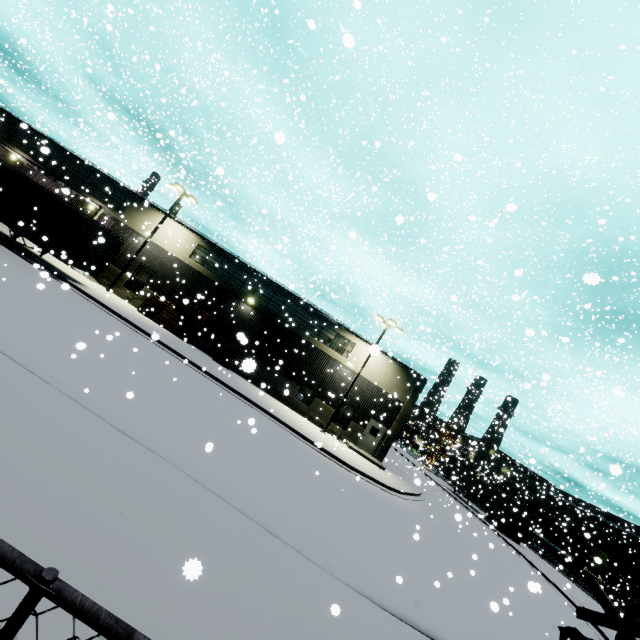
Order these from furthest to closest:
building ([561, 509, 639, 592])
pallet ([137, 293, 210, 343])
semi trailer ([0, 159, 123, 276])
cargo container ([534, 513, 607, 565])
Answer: building ([561, 509, 639, 592]) < cargo container ([534, 513, 607, 565]) < pallet ([137, 293, 210, 343]) < semi trailer ([0, 159, 123, 276])

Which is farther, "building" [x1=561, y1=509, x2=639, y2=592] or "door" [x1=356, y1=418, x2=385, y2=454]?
"building" [x1=561, y1=509, x2=639, y2=592]

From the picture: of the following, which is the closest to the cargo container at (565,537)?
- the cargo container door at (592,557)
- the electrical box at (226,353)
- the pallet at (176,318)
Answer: the cargo container door at (592,557)

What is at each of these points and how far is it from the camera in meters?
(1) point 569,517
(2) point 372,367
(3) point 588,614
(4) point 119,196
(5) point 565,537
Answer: (1) building, 59.4 m
(2) building, 26.8 m
(3) railroad crossing sign, 4.3 m
(4) building, 28.0 m
(5) cargo container, 39.6 m

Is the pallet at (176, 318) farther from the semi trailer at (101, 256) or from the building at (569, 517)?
the semi trailer at (101, 256)

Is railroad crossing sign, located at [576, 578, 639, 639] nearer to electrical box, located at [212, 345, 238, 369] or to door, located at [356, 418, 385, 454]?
door, located at [356, 418, 385, 454]

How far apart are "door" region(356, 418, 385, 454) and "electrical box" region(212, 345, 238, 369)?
11.81m

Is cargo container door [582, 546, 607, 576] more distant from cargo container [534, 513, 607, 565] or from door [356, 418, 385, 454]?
door [356, 418, 385, 454]
